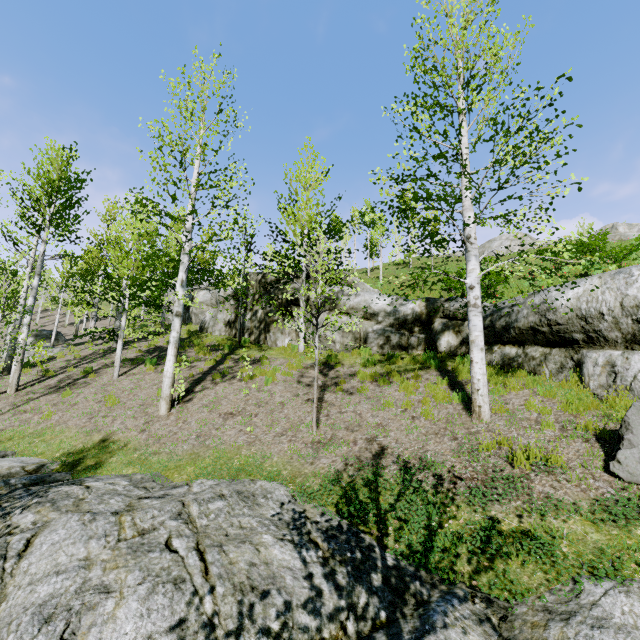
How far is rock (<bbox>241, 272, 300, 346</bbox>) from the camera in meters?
14.0

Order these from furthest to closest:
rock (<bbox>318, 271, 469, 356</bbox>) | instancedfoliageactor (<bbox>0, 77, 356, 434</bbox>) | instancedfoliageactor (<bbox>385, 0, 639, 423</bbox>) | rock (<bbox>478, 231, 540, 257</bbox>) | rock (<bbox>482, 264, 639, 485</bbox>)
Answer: rock (<bbox>478, 231, 540, 257</bbox>)
rock (<bbox>318, 271, 469, 356</bbox>)
instancedfoliageactor (<bbox>0, 77, 356, 434</bbox>)
instancedfoliageactor (<bbox>385, 0, 639, 423</bbox>)
rock (<bbox>482, 264, 639, 485</bbox>)

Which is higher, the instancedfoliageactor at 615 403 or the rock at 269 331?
the rock at 269 331

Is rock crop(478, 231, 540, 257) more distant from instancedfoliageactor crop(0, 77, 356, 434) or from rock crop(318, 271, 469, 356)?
instancedfoliageactor crop(0, 77, 356, 434)

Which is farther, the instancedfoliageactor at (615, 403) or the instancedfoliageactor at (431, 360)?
the instancedfoliageactor at (431, 360)

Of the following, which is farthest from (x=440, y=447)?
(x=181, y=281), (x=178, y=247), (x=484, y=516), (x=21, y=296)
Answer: (x=178, y=247)

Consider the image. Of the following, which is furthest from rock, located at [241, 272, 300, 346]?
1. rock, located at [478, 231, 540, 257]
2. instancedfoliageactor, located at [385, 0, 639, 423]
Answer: rock, located at [478, 231, 540, 257]
